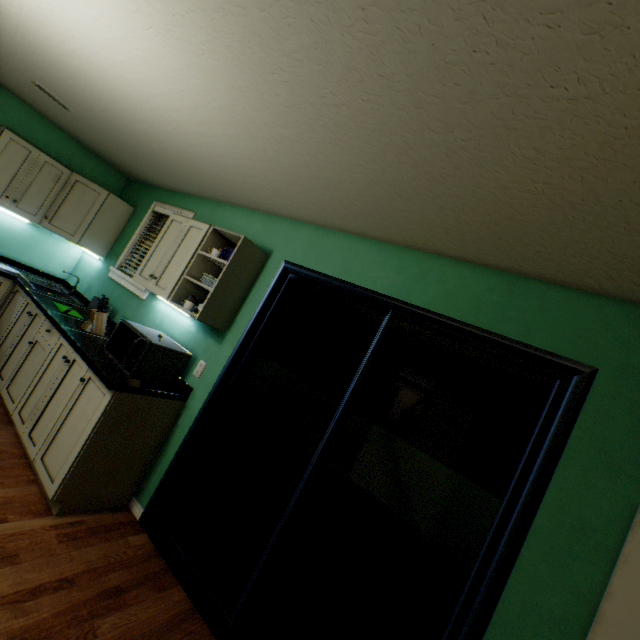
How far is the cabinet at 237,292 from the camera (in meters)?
2.35

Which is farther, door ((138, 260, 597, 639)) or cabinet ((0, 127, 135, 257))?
cabinet ((0, 127, 135, 257))

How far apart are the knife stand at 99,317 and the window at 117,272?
0.38m

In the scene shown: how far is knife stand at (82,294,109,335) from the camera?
2.7m

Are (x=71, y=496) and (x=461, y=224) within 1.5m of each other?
no

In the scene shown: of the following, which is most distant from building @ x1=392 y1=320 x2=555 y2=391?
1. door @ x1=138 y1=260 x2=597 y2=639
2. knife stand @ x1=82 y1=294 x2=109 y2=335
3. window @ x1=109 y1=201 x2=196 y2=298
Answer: knife stand @ x1=82 y1=294 x2=109 y2=335

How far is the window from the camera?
3.3m

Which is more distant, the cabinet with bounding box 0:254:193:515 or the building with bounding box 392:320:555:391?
the building with bounding box 392:320:555:391
